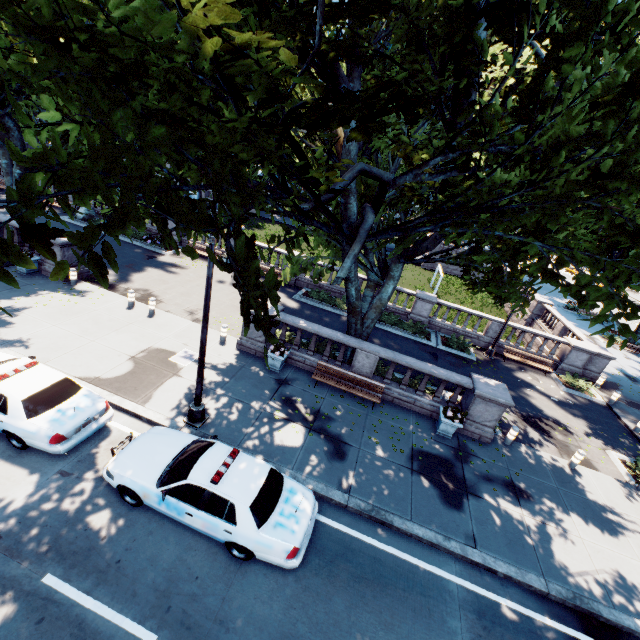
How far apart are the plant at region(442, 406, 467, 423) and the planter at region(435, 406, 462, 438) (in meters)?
0.01

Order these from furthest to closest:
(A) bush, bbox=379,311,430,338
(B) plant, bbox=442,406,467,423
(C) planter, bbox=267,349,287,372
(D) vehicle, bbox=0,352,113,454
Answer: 1. (A) bush, bbox=379,311,430,338
2. (C) planter, bbox=267,349,287,372
3. (B) plant, bbox=442,406,467,423
4. (D) vehicle, bbox=0,352,113,454

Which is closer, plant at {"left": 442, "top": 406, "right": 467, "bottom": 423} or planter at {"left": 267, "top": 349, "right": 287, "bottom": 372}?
plant at {"left": 442, "top": 406, "right": 467, "bottom": 423}

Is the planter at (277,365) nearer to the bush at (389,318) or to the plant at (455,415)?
the plant at (455,415)

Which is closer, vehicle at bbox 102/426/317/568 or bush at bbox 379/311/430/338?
vehicle at bbox 102/426/317/568

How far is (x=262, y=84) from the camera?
3.2m

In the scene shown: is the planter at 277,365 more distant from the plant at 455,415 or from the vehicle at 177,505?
the plant at 455,415

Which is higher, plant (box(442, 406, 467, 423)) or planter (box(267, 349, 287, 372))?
plant (box(442, 406, 467, 423))
